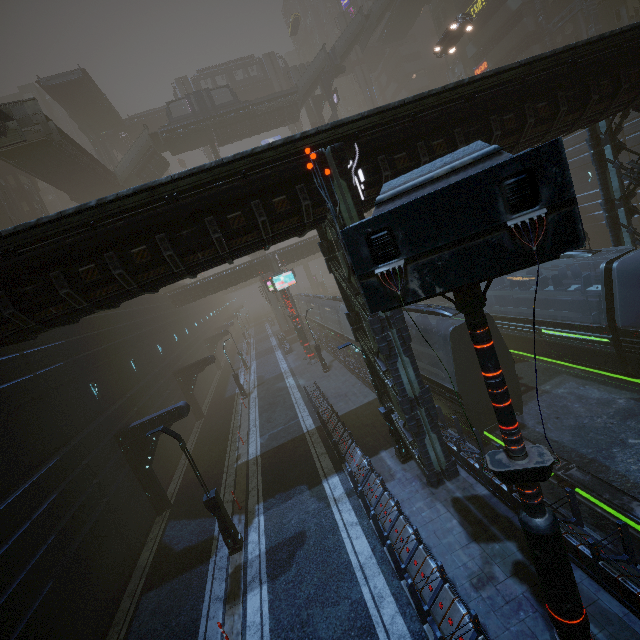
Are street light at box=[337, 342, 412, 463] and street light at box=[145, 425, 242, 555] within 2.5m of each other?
no

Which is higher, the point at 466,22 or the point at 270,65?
the point at 270,65

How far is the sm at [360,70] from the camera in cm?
5819

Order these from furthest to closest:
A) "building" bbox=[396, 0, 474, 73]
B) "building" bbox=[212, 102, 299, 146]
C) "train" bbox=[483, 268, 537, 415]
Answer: "building" bbox=[396, 0, 474, 73], "building" bbox=[212, 102, 299, 146], "train" bbox=[483, 268, 537, 415]

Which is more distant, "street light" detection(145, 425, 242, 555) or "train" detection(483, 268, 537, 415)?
"train" detection(483, 268, 537, 415)

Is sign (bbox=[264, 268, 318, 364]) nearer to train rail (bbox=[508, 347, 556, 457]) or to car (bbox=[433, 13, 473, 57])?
train rail (bbox=[508, 347, 556, 457])

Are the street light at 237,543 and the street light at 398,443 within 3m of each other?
no

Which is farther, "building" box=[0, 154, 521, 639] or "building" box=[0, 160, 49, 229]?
"building" box=[0, 160, 49, 229]
